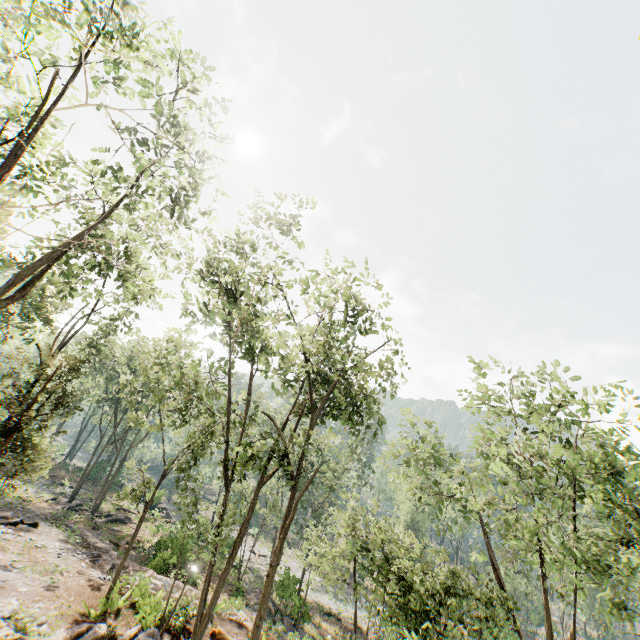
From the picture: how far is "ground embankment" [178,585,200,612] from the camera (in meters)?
15.08

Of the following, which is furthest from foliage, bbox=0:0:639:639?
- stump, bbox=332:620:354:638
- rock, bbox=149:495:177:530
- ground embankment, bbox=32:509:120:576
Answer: stump, bbox=332:620:354:638

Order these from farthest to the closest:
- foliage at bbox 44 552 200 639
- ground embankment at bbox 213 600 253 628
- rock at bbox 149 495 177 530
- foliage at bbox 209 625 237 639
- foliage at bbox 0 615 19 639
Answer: rock at bbox 149 495 177 530, ground embankment at bbox 213 600 253 628, foliage at bbox 209 625 237 639, foliage at bbox 44 552 200 639, foliage at bbox 0 615 19 639

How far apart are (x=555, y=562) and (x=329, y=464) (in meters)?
25.64

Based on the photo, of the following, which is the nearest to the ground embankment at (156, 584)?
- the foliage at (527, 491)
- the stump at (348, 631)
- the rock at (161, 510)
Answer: the rock at (161, 510)

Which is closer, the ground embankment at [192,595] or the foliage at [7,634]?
the foliage at [7,634]

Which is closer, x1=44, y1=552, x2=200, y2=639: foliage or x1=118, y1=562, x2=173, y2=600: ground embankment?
x1=44, y1=552, x2=200, y2=639: foliage
